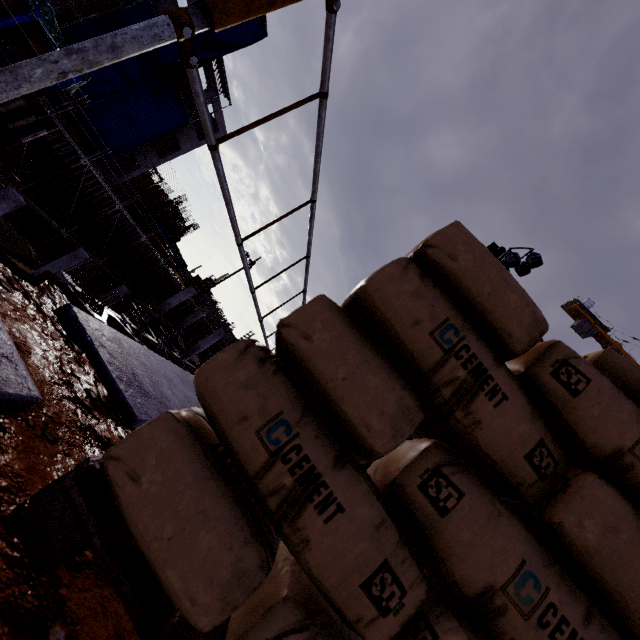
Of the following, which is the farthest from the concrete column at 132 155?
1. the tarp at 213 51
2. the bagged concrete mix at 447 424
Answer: the bagged concrete mix at 447 424

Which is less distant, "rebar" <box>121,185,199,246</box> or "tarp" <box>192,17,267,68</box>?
"tarp" <box>192,17,267,68</box>

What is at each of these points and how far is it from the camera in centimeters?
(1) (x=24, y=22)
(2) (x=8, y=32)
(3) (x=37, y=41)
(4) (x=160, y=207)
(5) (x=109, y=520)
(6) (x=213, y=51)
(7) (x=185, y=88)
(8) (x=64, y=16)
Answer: (1) pipe, 934cm
(2) pipe, 938cm
(3) pipe, 980cm
(4) rebar, 3325cm
(5) wooden pallet, 59cm
(6) tarp, 2261cm
(7) concrete column, 2944cm
(8) concrete column, 1830cm

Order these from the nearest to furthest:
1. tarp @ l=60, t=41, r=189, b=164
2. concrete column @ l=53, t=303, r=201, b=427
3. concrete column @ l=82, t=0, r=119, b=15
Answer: concrete column @ l=53, t=303, r=201, b=427 < concrete column @ l=82, t=0, r=119, b=15 < tarp @ l=60, t=41, r=189, b=164

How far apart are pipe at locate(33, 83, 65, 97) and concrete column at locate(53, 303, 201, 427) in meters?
12.7 m

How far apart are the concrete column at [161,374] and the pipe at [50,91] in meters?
12.7 m

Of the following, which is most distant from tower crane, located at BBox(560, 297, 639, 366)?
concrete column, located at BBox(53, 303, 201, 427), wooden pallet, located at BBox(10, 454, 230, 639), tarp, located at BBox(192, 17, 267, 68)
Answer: wooden pallet, located at BBox(10, 454, 230, 639)
